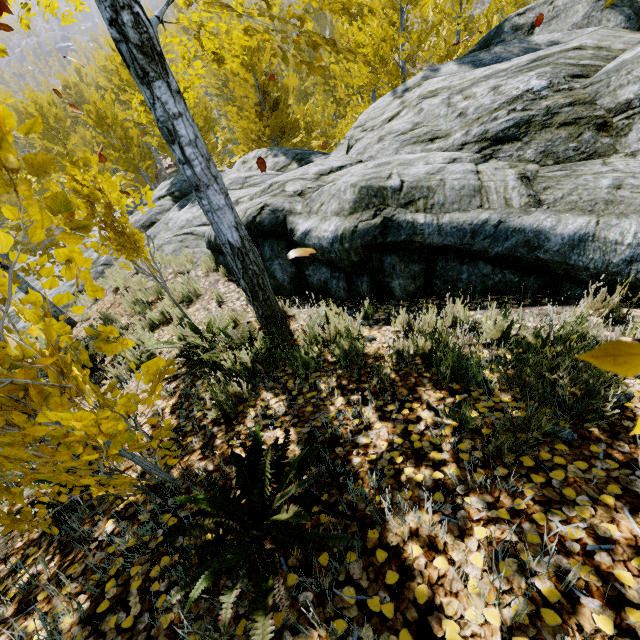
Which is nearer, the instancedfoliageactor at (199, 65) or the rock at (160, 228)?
the instancedfoliageactor at (199, 65)

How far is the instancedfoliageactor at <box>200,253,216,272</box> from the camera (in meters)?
6.79

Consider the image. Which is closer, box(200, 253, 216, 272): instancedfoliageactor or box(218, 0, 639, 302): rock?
box(218, 0, 639, 302): rock

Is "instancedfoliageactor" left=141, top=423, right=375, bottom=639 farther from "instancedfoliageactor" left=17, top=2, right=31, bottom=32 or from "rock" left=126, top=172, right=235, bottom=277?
"rock" left=126, top=172, right=235, bottom=277

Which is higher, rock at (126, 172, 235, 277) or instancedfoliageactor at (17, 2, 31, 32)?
instancedfoliageactor at (17, 2, 31, 32)

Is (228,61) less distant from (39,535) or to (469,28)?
(39,535)

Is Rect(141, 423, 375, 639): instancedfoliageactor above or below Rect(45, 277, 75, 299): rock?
above

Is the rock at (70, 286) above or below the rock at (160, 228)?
below
